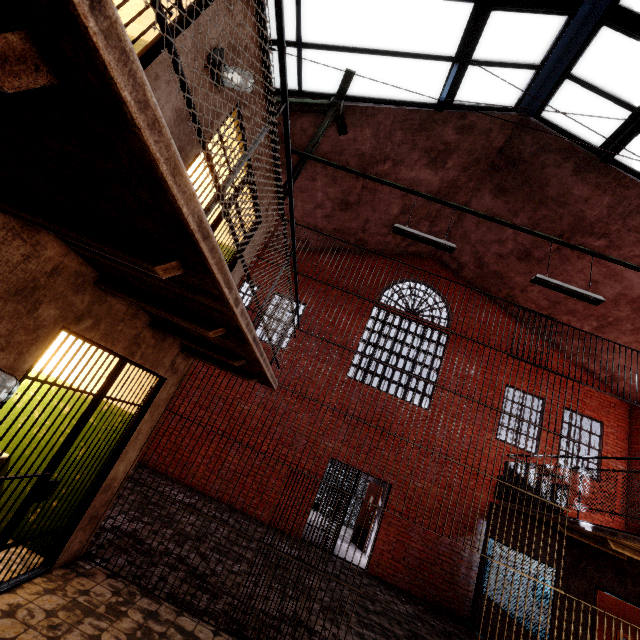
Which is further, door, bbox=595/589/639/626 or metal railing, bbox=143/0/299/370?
door, bbox=595/589/639/626

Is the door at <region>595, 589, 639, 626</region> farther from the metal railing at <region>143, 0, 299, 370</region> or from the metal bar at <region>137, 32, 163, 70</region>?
the metal bar at <region>137, 32, 163, 70</region>

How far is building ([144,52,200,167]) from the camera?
2.52m

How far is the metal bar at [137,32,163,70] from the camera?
2.4 meters

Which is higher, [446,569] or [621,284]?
[621,284]

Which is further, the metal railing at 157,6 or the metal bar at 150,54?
the metal bar at 150,54

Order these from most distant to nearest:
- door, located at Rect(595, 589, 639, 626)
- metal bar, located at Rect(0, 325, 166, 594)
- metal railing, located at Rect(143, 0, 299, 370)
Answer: door, located at Rect(595, 589, 639, 626) < metal bar, located at Rect(0, 325, 166, 594) < metal railing, located at Rect(143, 0, 299, 370)

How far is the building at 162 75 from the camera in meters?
2.5
